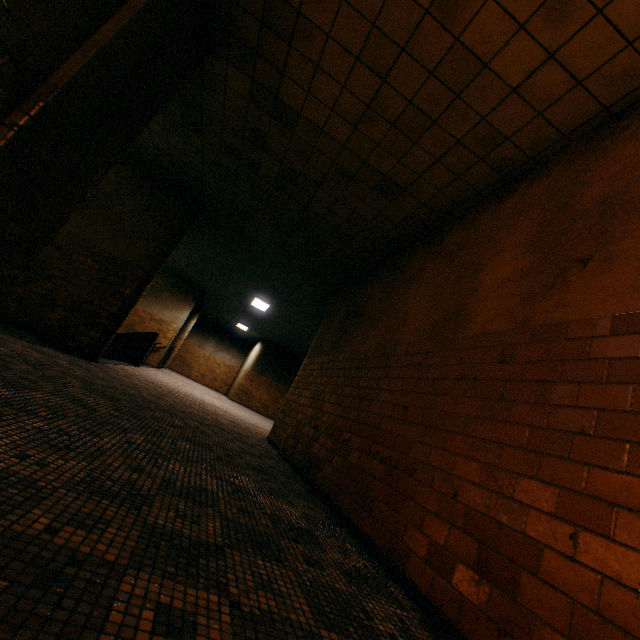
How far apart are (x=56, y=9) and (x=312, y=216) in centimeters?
415cm

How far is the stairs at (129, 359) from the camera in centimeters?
975cm

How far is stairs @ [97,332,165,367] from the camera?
9.8 meters
